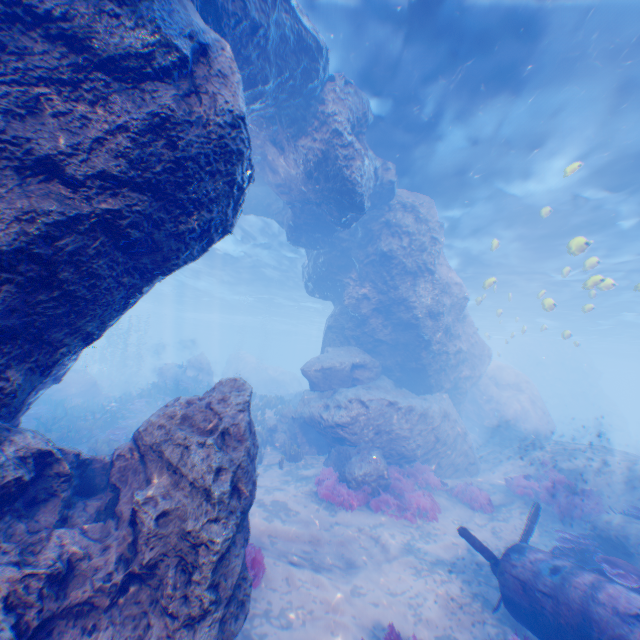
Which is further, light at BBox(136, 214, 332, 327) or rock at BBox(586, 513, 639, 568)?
light at BBox(136, 214, 332, 327)

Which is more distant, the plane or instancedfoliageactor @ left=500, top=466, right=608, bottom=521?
instancedfoliageactor @ left=500, top=466, right=608, bottom=521

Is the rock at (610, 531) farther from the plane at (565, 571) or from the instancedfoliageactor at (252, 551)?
the instancedfoliageactor at (252, 551)

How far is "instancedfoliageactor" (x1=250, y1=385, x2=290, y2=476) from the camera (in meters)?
14.84

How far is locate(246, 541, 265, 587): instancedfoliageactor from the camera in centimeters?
611cm

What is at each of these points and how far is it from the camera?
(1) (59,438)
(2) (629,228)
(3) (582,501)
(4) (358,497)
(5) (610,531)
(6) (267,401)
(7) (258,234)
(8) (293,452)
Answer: (1) instancedfoliageactor, 12.5 meters
(2) light, 15.8 meters
(3) instancedfoliageactor, 10.7 meters
(4) instancedfoliageactor, 10.6 meters
(5) rock, 8.4 meters
(6) instancedfoliageactor, 19.8 meters
(7) light, 21.8 meters
(8) instancedfoliageactor, 13.7 meters

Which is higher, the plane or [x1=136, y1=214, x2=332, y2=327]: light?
[x1=136, y1=214, x2=332, y2=327]: light

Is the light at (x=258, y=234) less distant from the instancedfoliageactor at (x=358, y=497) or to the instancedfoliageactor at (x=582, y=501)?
the instancedfoliageactor at (x=358, y=497)
